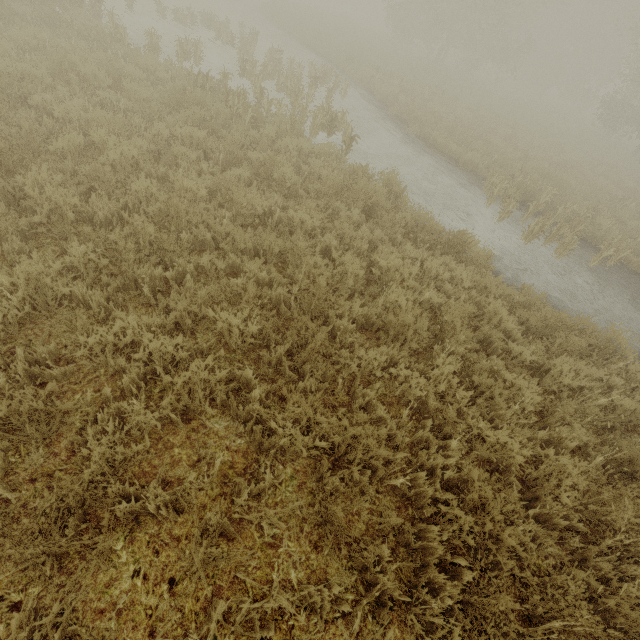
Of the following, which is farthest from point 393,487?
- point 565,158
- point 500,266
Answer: point 565,158
